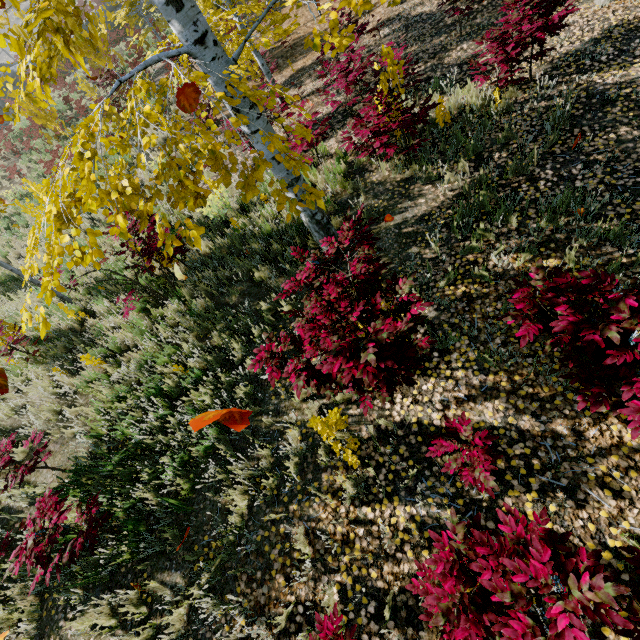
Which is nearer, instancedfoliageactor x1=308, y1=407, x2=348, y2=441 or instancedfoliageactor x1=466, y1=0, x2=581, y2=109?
instancedfoliageactor x1=308, y1=407, x2=348, y2=441

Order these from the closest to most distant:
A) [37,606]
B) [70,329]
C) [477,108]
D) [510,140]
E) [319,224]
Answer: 1. [37,606]
2. [319,224]
3. [510,140]
4. [477,108]
5. [70,329]

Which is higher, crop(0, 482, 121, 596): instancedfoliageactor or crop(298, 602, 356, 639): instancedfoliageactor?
crop(0, 482, 121, 596): instancedfoliageactor

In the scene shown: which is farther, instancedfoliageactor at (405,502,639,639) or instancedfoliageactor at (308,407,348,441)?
instancedfoliageactor at (308,407,348,441)

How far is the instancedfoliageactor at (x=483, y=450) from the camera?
2.8m
